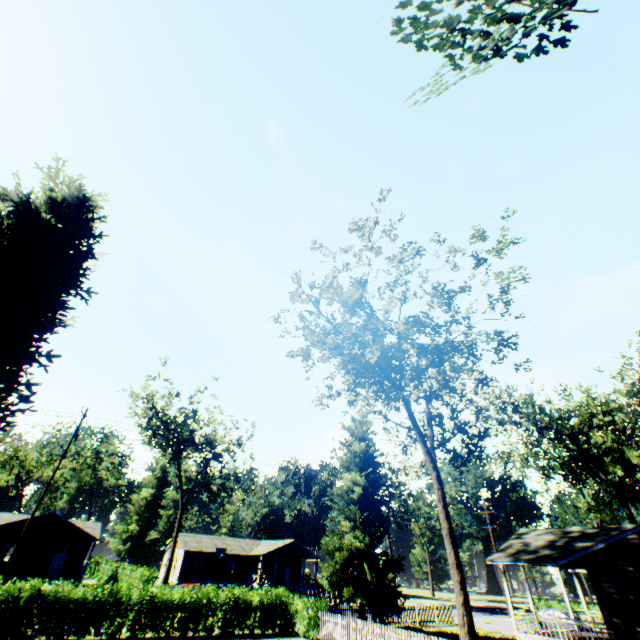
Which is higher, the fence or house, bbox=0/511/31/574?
house, bbox=0/511/31/574

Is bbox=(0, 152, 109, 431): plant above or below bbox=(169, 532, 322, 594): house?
above

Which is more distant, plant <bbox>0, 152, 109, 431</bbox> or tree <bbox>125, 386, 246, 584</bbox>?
tree <bbox>125, 386, 246, 584</bbox>

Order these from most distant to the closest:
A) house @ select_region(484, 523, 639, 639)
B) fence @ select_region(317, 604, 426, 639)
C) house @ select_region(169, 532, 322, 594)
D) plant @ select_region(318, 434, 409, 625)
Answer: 1. house @ select_region(169, 532, 322, 594)
2. plant @ select_region(318, 434, 409, 625)
3. house @ select_region(484, 523, 639, 639)
4. fence @ select_region(317, 604, 426, 639)

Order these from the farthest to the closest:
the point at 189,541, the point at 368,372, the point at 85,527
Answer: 1. the point at 189,541
2. the point at 85,527
3. the point at 368,372

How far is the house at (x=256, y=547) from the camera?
46.2 meters

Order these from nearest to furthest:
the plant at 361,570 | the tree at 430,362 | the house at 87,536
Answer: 1. the tree at 430,362
2. the plant at 361,570
3. the house at 87,536

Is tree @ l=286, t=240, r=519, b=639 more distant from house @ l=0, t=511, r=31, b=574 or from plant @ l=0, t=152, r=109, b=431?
house @ l=0, t=511, r=31, b=574
